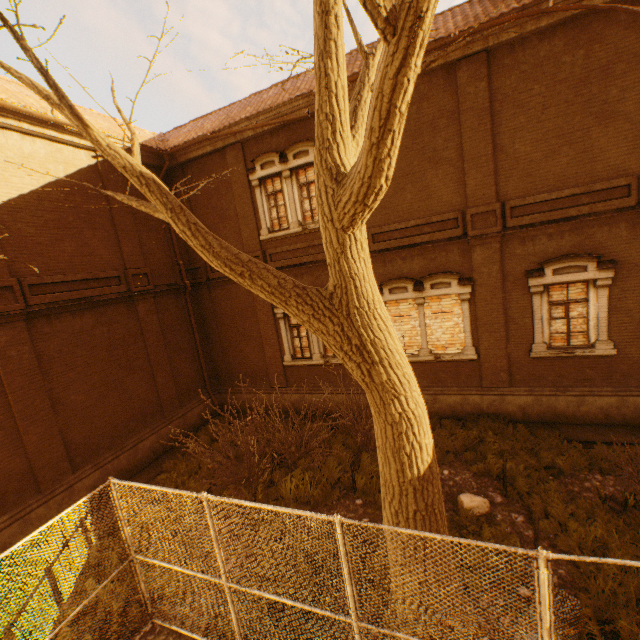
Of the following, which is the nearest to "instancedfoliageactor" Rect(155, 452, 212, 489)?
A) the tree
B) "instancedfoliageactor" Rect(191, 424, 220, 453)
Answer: "instancedfoliageactor" Rect(191, 424, 220, 453)

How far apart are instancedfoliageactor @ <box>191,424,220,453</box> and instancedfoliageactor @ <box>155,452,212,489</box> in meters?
0.7 m

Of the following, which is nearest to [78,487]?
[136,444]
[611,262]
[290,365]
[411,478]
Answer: [136,444]

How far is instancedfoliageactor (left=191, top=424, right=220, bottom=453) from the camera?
11.2m

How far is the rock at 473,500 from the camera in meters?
6.9

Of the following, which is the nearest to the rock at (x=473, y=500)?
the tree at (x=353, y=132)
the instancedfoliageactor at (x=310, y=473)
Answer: the instancedfoliageactor at (x=310, y=473)

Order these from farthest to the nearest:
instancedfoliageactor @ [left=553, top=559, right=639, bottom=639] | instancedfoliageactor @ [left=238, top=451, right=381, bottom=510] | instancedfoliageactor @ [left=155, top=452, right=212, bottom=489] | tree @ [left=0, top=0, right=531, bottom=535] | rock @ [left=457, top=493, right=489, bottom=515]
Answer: instancedfoliageactor @ [left=155, top=452, right=212, bottom=489] → instancedfoliageactor @ [left=238, top=451, right=381, bottom=510] → rock @ [left=457, top=493, right=489, bottom=515] → instancedfoliageactor @ [left=553, top=559, right=639, bottom=639] → tree @ [left=0, top=0, right=531, bottom=535]

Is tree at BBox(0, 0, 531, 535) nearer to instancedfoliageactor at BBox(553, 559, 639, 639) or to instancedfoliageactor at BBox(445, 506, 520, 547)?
instancedfoliageactor at BBox(445, 506, 520, 547)
